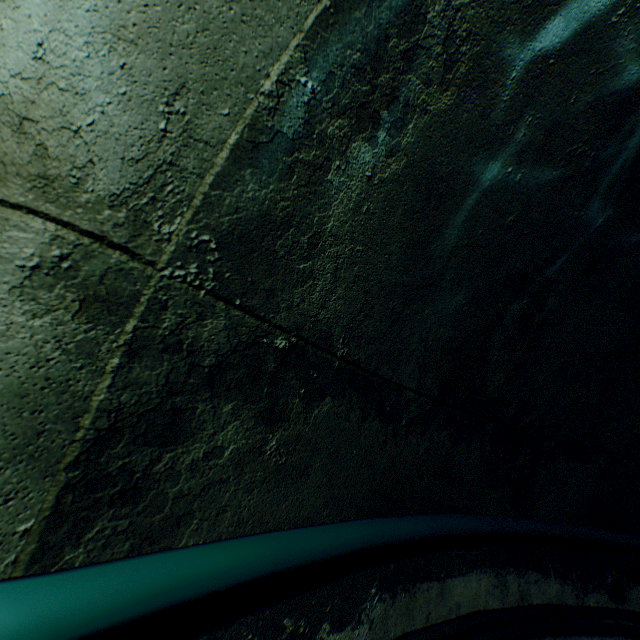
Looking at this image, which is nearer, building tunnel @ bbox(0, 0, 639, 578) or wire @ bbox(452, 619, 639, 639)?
building tunnel @ bbox(0, 0, 639, 578)

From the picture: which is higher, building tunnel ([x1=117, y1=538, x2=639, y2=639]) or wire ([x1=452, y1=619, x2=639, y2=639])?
building tunnel ([x1=117, y1=538, x2=639, y2=639])

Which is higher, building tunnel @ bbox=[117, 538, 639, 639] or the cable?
the cable

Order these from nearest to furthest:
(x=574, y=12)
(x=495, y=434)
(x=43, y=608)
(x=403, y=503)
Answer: (x=43, y=608)
(x=574, y=12)
(x=403, y=503)
(x=495, y=434)

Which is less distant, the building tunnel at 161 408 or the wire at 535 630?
the building tunnel at 161 408
